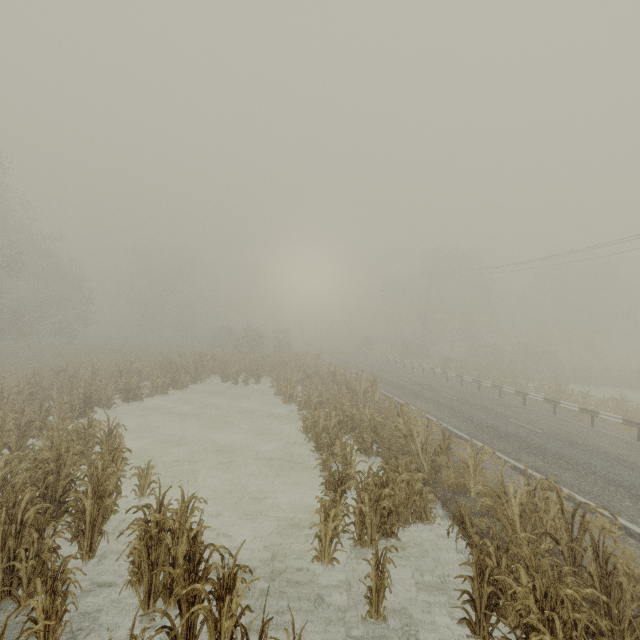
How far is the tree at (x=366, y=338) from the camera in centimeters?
5025cm

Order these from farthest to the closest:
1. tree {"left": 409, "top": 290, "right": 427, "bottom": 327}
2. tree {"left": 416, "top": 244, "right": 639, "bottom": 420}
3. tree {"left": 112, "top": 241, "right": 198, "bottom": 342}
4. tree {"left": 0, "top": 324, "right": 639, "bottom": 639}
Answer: tree {"left": 112, "top": 241, "right": 198, "bottom": 342} < tree {"left": 409, "top": 290, "right": 427, "bottom": 327} < tree {"left": 416, "top": 244, "right": 639, "bottom": 420} < tree {"left": 0, "top": 324, "right": 639, "bottom": 639}

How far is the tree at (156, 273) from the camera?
53.3m

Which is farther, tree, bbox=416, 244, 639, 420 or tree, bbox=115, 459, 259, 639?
tree, bbox=416, 244, 639, 420

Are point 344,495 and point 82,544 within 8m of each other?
yes

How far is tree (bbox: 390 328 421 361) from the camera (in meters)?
44.25
